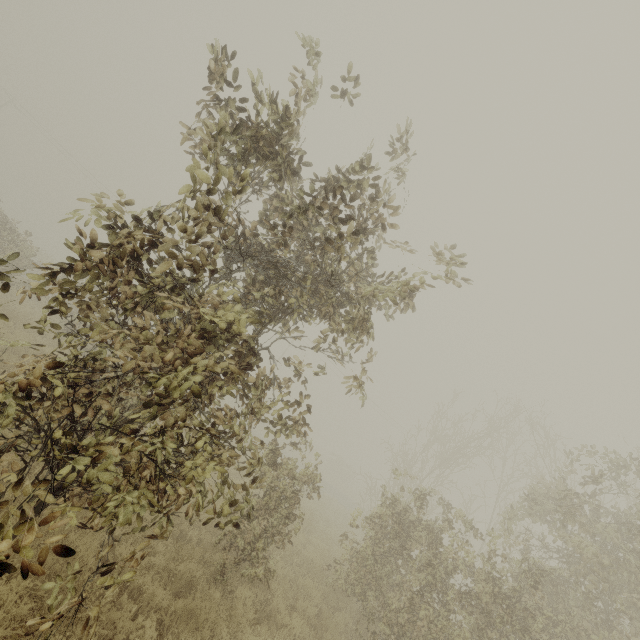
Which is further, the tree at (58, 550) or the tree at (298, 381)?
the tree at (298, 381)

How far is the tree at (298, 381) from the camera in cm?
470

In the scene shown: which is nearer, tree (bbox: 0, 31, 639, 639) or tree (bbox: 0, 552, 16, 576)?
tree (bbox: 0, 552, 16, 576)

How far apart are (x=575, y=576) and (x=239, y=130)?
12.07m

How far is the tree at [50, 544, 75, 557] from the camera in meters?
2.0

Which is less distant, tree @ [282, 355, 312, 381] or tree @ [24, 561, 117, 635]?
tree @ [24, 561, 117, 635]

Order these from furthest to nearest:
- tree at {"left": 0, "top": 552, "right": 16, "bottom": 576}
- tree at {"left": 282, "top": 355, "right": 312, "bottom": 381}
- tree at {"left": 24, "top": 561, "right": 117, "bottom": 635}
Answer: tree at {"left": 282, "top": 355, "right": 312, "bottom": 381}
tree at {"left": 24, "top": 561, "right": 117, "bottom": 635}
tree at {"left": 0, "top": 552, "right": 16, "bottom": 576}
